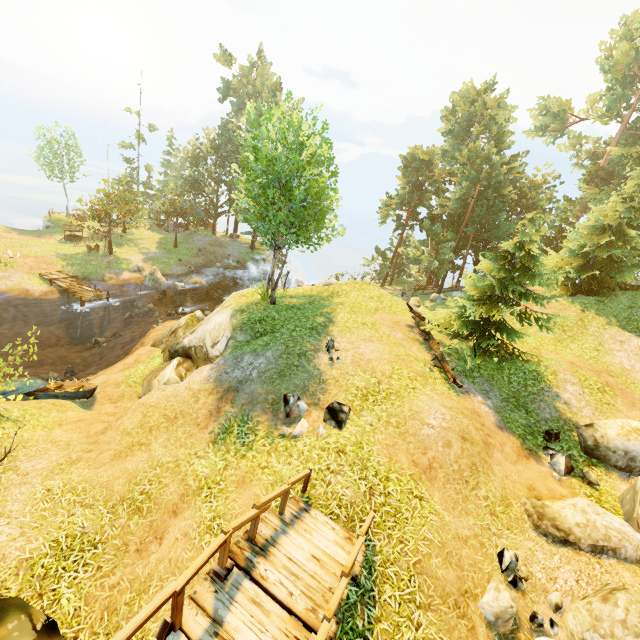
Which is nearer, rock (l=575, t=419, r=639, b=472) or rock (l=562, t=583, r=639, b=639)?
rock (l=562, t=583, r=639, b=639)

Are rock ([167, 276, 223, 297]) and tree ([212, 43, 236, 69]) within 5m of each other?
no

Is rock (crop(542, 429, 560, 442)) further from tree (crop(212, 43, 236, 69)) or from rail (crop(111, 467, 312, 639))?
tree (crop(212, 43, 236, 69))

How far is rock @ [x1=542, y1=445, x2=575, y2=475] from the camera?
9.7 meters

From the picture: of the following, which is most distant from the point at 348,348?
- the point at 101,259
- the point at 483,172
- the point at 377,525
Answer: the point at 101,259

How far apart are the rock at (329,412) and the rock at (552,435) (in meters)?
7.17

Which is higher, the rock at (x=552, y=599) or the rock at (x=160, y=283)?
the rock at (x=552, y=599)

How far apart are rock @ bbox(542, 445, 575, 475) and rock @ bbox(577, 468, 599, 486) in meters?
0.2 m
